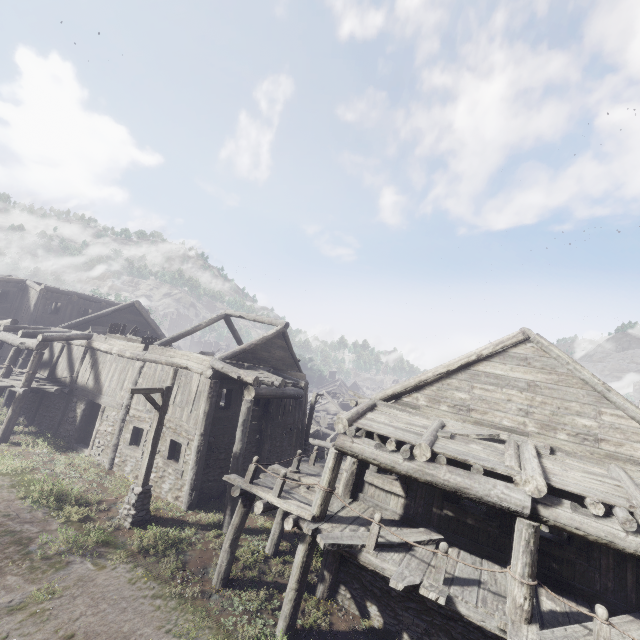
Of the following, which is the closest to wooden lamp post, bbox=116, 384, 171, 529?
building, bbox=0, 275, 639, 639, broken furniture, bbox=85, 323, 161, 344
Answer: building, bbox=0, 275, 639, 639

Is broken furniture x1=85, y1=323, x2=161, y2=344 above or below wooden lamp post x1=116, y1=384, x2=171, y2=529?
above

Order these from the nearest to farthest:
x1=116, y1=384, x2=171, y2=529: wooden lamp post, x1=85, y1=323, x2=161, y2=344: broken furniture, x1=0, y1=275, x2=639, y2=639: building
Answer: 1. x1=0, y1=275, x2=639, y2=639: building
2. x1=116, y1=384, x2=171, y2=529: wooden lamp post
3. x1=85, y1=323, x2=161, y2=344: broken furniture

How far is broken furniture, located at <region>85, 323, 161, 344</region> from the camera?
17.4 meters

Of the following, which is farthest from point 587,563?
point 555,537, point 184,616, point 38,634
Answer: point 38,634

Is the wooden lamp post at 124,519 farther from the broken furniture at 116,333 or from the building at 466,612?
the broken furniture at 116,333
